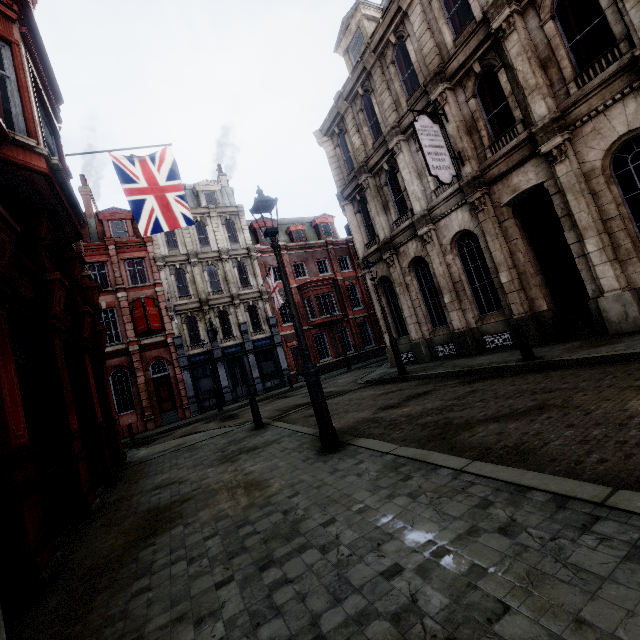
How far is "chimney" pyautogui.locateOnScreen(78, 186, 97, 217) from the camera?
25.6m

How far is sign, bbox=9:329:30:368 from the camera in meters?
5.1

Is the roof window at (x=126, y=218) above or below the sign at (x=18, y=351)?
above

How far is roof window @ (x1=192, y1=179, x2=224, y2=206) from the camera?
28.6m

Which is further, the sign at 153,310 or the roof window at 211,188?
the roof window at 211,188

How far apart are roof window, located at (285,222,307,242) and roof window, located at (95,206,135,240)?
13.2 meters

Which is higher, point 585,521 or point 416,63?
point 416,63

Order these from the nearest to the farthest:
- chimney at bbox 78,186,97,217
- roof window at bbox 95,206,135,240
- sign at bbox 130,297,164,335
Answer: sign at bbox 130,297,164,335
roof window at bbox 95,206,135,240
chimney at bbox 78,186,97,217
